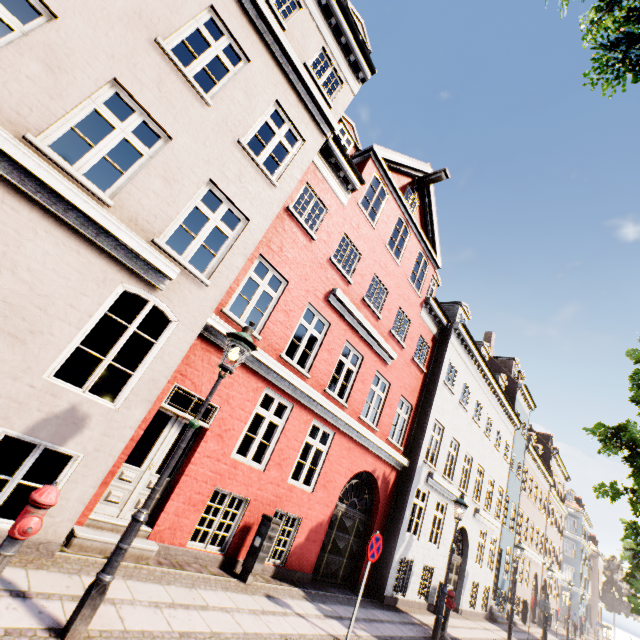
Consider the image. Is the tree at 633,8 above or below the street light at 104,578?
above

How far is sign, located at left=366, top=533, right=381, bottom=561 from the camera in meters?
6.8 m

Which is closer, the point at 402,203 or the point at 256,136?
the point at 256,136

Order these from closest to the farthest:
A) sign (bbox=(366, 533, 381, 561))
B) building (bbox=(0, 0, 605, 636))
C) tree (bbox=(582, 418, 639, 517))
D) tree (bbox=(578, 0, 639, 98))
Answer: tree (bbox=(578, 0, 639, 98))
building (bbox=(0, 0, 605, 636))
sign (bbox=(366, 533, 381, 561))
tree (bbox=(582, 418, 639, 517))

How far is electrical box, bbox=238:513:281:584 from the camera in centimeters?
689cm

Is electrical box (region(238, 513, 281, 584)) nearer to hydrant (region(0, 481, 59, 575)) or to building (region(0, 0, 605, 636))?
hydrant (region(0, 481, 59, 575))

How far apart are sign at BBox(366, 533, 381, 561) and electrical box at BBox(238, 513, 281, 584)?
2.0 meters

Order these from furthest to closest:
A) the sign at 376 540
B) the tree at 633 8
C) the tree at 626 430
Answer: the tree at 626 430 < the sign at 376 540 < the tree at 633 8
